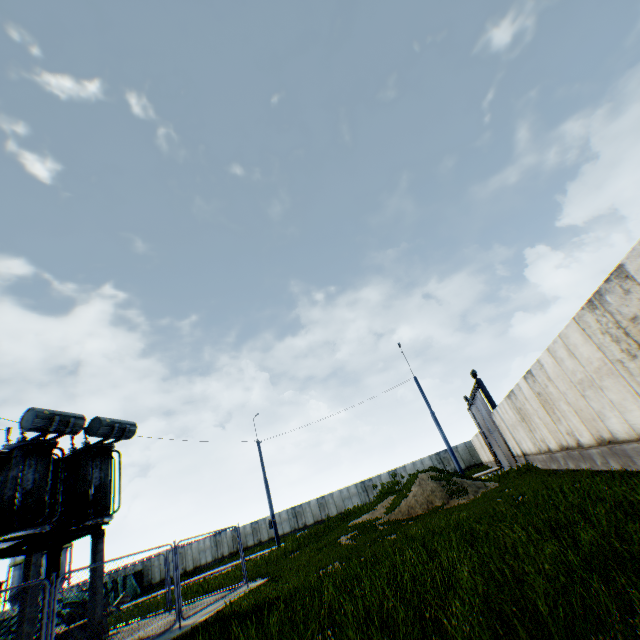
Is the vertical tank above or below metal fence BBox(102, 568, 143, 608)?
above

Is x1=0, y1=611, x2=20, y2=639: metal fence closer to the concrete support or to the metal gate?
the concrete support

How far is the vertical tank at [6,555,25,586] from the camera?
50.06m

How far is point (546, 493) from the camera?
8.66m

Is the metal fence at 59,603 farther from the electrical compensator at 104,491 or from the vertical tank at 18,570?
the vertical tank at 18,570

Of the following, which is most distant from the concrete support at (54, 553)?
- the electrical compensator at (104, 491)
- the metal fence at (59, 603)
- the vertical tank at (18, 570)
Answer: the vertical tank at (18, 570)

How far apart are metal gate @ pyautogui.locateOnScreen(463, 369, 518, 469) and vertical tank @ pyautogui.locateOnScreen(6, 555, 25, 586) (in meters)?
70.44

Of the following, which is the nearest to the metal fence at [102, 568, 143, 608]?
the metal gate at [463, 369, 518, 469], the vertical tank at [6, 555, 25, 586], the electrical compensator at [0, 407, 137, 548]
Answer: the electrical compensator at [0, 407, 137, 548]
